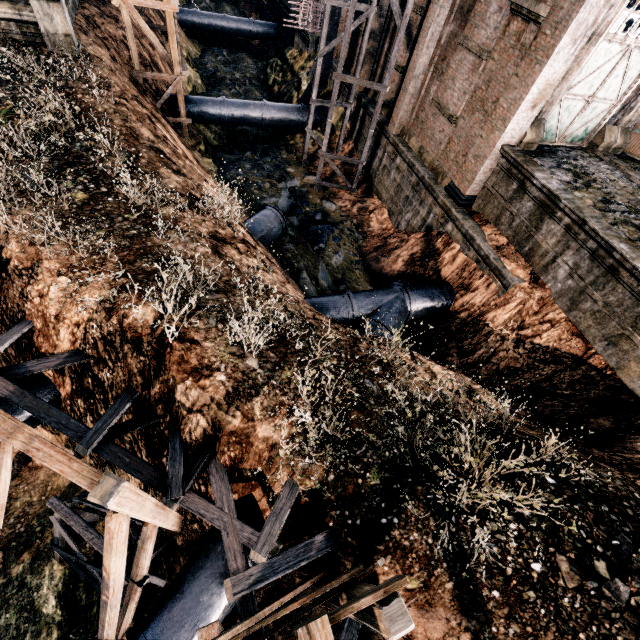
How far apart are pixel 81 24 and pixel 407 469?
25.19m

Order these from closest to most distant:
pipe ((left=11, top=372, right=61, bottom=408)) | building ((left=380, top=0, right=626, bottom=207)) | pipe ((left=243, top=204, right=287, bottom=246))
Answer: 1. pipe ((left=11, top=372, right=61, bottom=408))
2. building ((left=380, top=0, right=626, bottom=207))
3. pipe ((left=243, top=204, right=287, bottom=246))

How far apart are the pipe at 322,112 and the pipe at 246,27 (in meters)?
18.43

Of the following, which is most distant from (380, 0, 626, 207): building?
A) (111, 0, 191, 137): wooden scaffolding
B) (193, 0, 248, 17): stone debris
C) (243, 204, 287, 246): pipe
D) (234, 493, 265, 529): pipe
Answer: (234, 493, 265, 529): pipe

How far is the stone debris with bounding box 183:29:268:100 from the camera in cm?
2947

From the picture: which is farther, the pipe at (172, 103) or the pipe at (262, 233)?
the pipe at (172, 103)

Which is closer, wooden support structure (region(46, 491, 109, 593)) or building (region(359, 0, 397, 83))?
wooden support structure (region(46, 491, 109, 593))

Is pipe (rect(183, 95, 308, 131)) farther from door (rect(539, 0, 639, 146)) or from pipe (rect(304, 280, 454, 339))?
pipe (rect(304, 280, 454, 339))
